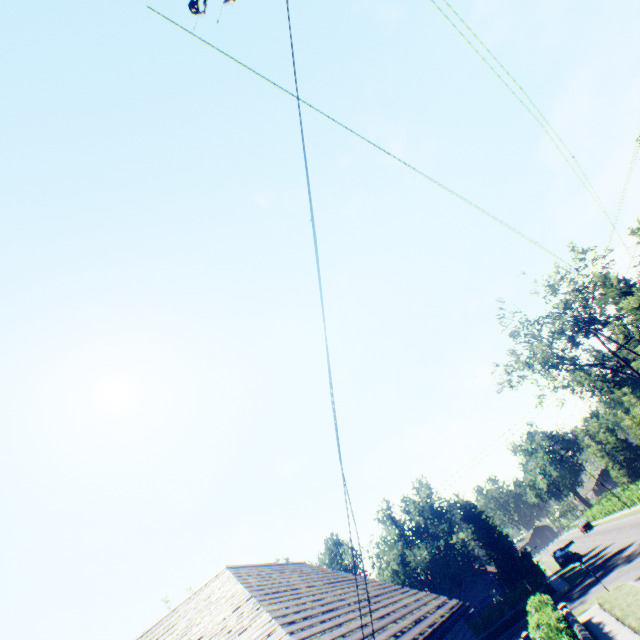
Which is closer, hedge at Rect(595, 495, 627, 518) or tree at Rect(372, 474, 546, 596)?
tree at Rect(372, 474, 546, 596)

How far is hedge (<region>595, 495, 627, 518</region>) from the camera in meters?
47.1 m

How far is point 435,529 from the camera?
35.1 meters

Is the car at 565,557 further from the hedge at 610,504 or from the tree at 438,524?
the hedge at 610,504

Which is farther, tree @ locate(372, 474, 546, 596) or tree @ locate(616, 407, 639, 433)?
tree @ locate(372, 474, 546, 596)

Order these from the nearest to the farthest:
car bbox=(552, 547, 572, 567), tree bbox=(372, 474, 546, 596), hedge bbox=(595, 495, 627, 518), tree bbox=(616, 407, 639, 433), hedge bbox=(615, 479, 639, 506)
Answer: tree bbox=(616, 407, 639, 433) → tree bbox=(372, 474, 546, 596) → car bbox=(552, 547, 572, 567) → hedge bbox=(615, 479, 639, 506) → hedge bbox=(595, 495, 627, 518)

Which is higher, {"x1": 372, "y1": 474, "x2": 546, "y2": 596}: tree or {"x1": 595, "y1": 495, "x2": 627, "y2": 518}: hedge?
{"x1": 372, "y1": 474, "x2": 546, "y2": 596}: tree
